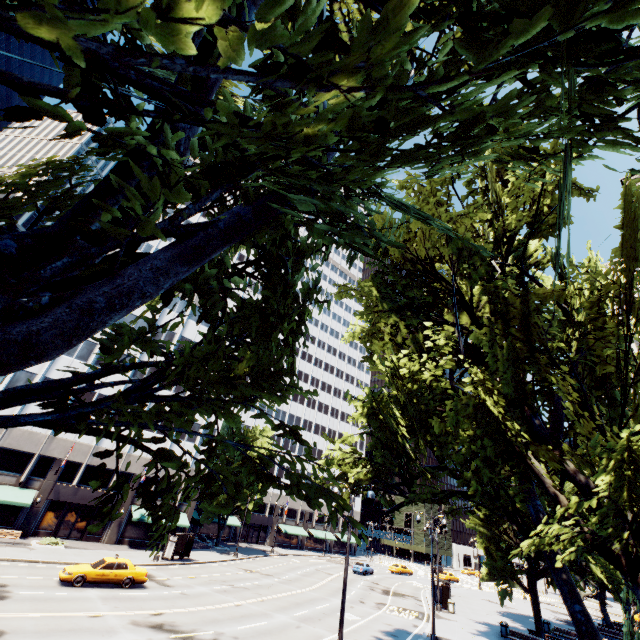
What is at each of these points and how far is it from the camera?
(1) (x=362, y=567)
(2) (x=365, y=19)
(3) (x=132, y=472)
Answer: (1) vehicle, 47.69m
(2) tree, 1.44m
(3) building, 38.19m

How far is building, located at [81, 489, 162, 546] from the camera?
35.0 meters

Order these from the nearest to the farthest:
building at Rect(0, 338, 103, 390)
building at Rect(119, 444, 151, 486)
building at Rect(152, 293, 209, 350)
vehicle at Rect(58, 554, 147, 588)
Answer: vehicle at Rect(58, 554, 147, 588) → building at Rect(0, 338, 103, 390) → building at Rect(119, 444, 151, 486) → building at Rect(152, 293, 209, 350)

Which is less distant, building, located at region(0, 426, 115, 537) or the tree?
the tree

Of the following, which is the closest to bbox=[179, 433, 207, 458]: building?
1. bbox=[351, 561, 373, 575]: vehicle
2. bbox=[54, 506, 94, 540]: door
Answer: bbox=[54, 506, 94, 540]: door

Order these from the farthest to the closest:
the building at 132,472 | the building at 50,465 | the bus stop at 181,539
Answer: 1. the building at 132,472
2. the bus stop at 181,539
3. the building at 50,465

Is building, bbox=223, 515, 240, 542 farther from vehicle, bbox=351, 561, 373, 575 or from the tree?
vehicle, bbox=351, 561, 373, 575

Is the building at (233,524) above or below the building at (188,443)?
below
